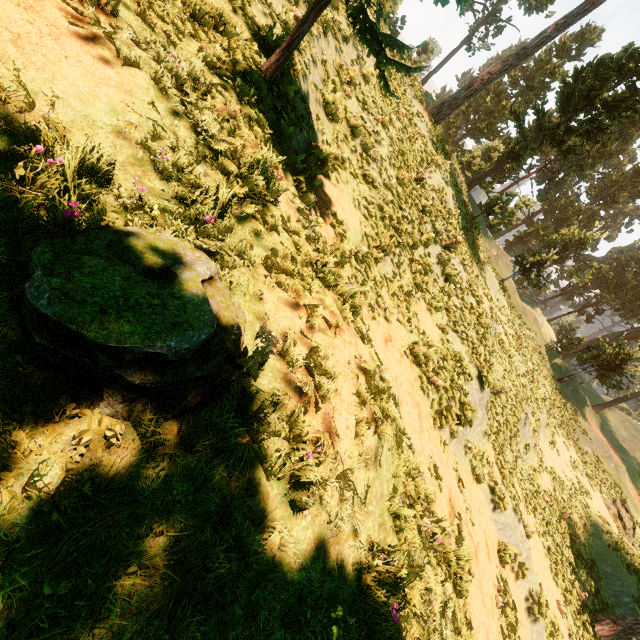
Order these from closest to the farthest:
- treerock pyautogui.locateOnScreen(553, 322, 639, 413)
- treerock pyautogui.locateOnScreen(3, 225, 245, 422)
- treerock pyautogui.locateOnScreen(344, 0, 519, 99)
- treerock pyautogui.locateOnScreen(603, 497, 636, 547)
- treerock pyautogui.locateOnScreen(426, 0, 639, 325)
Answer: treerock pyautogui.locateOnScreen(3, 225, 245, 422), treerock pyautogui.locateOnScreen(344, 0, 519, 99), treerock pyautogui.locateOnScreen(603, 497, 636, 547), treerock pyautogui.locateOnScreen(426, 0, 639, 325), treerock pyautogui.locateOnScreen(553, 322, 639, 413)

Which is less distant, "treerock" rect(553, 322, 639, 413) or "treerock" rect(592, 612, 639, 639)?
"treerock" rect(592, 612, 639, 639)

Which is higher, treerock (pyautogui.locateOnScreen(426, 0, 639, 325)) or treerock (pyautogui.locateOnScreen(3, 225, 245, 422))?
treerock (pyautogui.locateOnScreen(426, 0, 639, 325))

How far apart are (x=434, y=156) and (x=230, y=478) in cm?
1704

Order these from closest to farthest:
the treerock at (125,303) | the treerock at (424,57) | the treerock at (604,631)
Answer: the treerock at (125,303)
the treerock at (424,57)
the treerock at (604,631)

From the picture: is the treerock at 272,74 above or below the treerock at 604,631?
above
